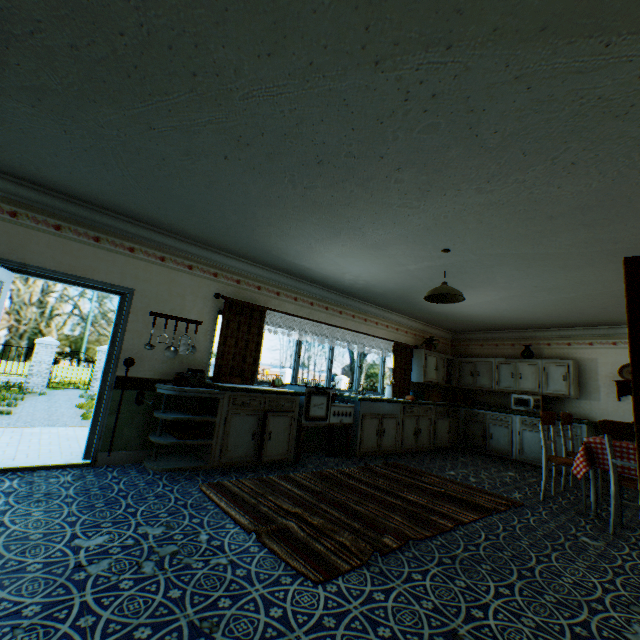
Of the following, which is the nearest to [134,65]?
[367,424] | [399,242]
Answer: [399,242]

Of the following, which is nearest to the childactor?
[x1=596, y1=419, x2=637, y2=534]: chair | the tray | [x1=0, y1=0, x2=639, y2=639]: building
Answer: [x1=0, y1=0, x2=639, y2=639]: building

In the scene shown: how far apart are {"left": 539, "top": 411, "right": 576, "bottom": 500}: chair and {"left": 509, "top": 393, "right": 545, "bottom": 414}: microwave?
2.6 meters

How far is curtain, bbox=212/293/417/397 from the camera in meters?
5.1

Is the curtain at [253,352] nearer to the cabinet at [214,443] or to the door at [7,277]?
the cabinet at [214,443]

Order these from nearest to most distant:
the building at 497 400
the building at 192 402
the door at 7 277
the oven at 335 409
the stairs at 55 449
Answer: the door at 7 277 < the stairs at 55 449 < the building at 192 402 < the oven at 335 409 < the building at 497 400

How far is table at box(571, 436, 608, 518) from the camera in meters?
4.1

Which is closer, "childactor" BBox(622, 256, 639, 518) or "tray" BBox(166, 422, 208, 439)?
"childactor" BBox(622, 256, 639, 518)
